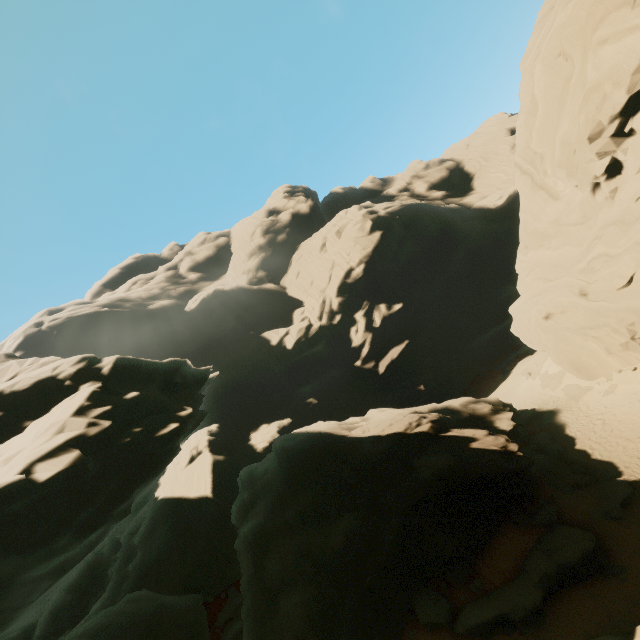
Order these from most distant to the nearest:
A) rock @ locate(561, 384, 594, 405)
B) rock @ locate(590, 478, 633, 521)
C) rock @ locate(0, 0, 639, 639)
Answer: rock @ locate(561, 384, 594, 405) → rock @ locate(590, 478, 633, 521) → rock @ locate(0, 0, 639, 639)

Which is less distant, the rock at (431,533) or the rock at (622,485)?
the rock at (431,533)

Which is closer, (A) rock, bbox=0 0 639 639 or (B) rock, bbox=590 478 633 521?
(A) rock, bbox=0 0 639 639

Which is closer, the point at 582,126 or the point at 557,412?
→ the point at 582,126

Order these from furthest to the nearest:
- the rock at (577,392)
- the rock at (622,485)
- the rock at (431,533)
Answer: the rock at (577,392) < the rock at (622,485) < the rock at (431,533)

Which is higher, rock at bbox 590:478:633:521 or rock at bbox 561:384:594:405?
rock at bbox 561:384:594:405

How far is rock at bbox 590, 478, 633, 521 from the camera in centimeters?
1316cm
